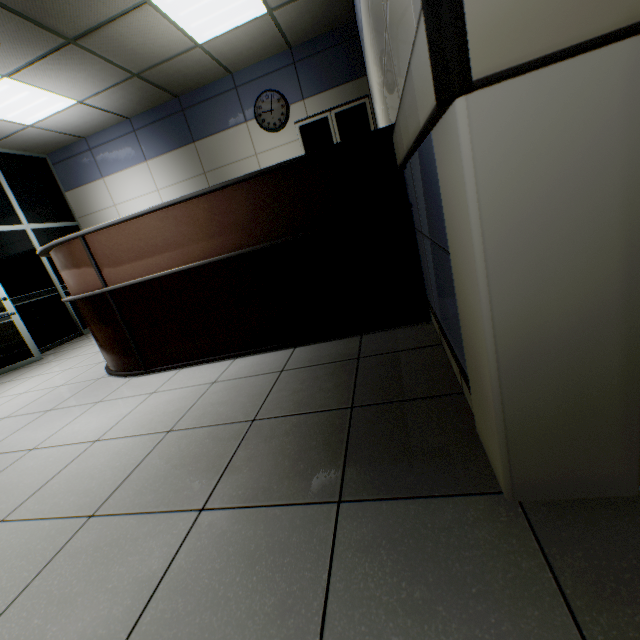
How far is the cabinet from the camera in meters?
4.4 m

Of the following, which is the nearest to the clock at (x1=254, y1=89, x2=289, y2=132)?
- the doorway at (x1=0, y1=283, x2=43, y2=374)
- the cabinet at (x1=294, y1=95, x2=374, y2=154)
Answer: the cabinet at (x1=294, y1=95, x2=374, y2=154)

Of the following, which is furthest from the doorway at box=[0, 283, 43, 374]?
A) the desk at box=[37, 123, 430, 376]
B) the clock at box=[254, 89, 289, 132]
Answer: the clock at box=[254, 89, 289, 132]

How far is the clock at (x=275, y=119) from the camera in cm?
498

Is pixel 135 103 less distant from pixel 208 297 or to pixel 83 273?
pixel 83 273

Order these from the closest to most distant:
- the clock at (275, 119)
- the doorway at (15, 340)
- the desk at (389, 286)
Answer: the desk at (389, 286), the doorway at (15, 340), the clock at (275, 119)

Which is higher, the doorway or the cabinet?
the cabinet
